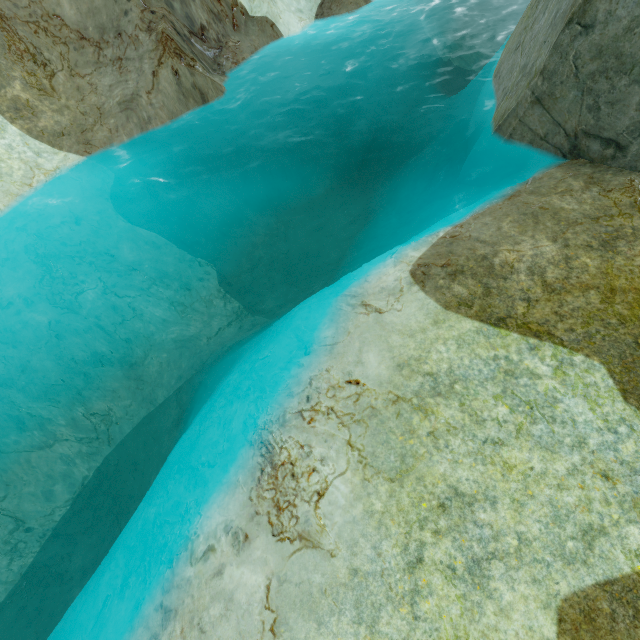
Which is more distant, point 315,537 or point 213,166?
point 213,166
